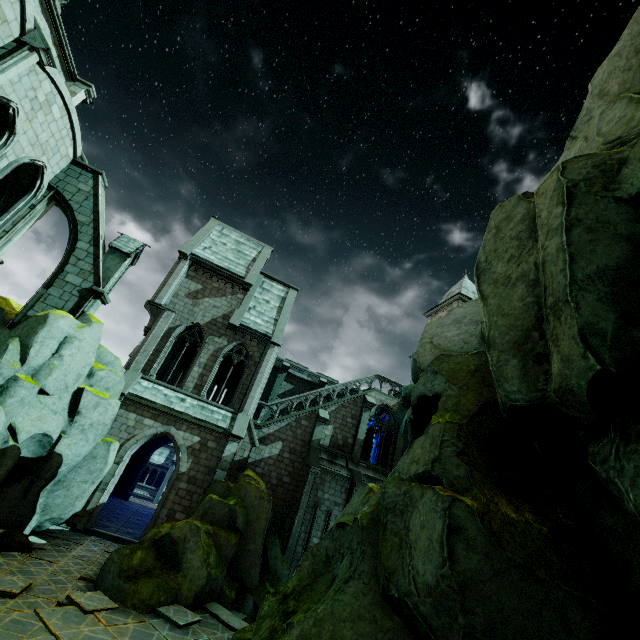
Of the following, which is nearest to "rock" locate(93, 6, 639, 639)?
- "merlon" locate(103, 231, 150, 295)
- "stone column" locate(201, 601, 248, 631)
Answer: "stone column" locate(201, 601, 248, 631)

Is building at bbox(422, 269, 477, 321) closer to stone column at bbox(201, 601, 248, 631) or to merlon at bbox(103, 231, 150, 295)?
merlon at bbox(103, 231, 150, 295)

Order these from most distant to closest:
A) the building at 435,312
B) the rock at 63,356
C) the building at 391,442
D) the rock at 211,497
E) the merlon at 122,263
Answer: the building at 435,312
the building at 391,442
the merlon at 122,263
the rock at 63,356
the rock at 211,497

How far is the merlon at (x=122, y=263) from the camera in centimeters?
1540cm

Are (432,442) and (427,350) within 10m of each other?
yes

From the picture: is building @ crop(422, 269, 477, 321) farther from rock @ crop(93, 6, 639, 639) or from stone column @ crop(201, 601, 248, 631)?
stone column @ crop(201, 601, 248, 631)

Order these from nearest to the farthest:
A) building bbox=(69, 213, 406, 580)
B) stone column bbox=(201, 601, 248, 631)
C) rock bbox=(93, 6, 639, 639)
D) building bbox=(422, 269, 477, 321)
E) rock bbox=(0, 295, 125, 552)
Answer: rock bbox=(93, 6, 639, 639), stone column bbox=(201, 601, 248, 631), rock bbox=(0, 295, 125, 552), building bbox=(69, 213, 406, 580), building bbox=(422, 269, 477, 321)

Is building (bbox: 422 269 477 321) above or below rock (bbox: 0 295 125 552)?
above
